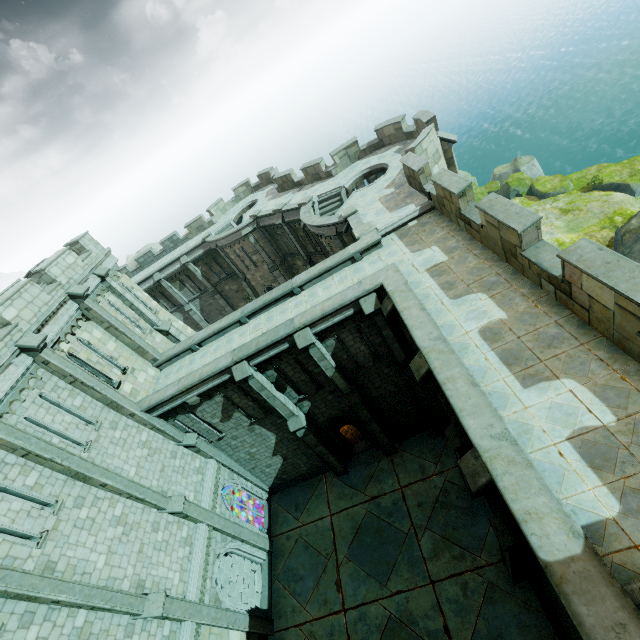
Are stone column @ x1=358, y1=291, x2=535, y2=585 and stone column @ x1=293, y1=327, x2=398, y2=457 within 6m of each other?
yes

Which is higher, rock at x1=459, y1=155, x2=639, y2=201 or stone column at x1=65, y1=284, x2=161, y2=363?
stone column at x1=65, y1=284, x2=161, y2=363

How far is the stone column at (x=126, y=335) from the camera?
14.78m

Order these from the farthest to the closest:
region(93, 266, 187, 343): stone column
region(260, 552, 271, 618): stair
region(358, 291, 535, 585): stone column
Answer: region(93, 266, 187, 343): stone column < region(260, 552, 271, 618): stair < region(358, 291, 535, 585): stone column

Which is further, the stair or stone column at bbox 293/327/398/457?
the stair

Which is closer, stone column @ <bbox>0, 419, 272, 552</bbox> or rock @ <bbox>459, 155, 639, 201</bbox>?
stone column @ <bbox>0, 419, 272, 552</bbox>

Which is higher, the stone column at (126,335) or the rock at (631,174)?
the stone column at (126,335)

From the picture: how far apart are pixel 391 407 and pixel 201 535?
10.91m
